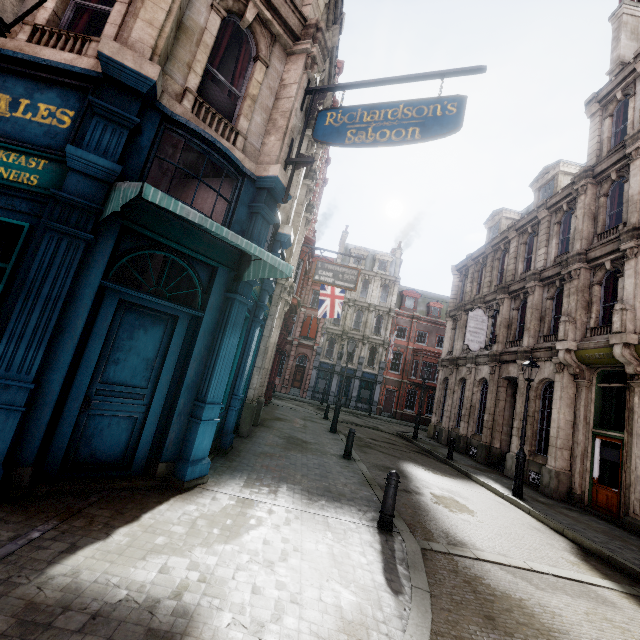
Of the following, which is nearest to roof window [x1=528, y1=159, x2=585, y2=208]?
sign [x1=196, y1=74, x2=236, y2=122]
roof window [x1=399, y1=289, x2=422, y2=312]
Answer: sign [x1=196, y1=74, x2=236, y2=122]

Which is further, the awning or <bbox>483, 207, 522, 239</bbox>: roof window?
<bbox>483, 207, 522, 239</bbox>: roof window

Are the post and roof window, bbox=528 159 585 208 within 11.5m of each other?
no

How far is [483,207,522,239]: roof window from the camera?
22.6 meters

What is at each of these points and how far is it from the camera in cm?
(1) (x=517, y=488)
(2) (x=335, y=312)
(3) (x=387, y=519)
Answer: (1) street light, 1074
(2) flag, 2159
(3) post, 573

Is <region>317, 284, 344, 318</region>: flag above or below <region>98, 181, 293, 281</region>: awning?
above

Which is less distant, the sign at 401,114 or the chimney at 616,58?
the sign at 401,114

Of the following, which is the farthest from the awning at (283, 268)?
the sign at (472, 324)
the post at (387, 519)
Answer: the sign at (472, 324)
